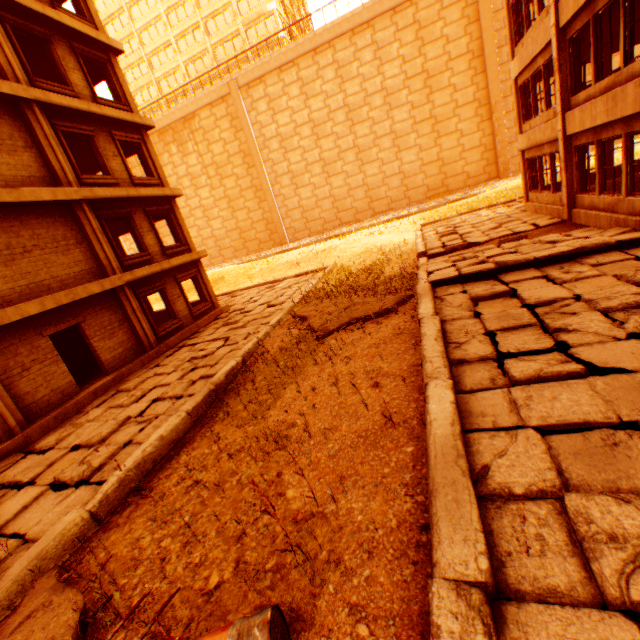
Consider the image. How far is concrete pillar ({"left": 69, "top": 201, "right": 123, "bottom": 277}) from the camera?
11.15m

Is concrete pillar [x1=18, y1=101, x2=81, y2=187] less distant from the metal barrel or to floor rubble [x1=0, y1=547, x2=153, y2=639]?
floor rubble [x1=0, y1=547, x2=153, y2=639]

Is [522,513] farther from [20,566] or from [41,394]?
[41,394]

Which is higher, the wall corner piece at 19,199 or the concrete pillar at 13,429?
the wall corner piece at 19,199

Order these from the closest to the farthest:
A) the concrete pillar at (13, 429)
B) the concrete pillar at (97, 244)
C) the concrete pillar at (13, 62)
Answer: the concrete pillar at (13, 429) < the concrete pillar at (13, 62) < the concrete pillar at (97, 244)

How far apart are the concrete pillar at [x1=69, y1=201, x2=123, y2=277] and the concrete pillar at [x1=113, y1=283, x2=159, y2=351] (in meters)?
0.40

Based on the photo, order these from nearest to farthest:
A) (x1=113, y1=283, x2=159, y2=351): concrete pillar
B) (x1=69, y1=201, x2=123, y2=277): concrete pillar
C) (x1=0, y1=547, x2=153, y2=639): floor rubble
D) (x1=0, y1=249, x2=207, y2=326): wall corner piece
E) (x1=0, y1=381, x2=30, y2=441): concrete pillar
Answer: (x1=0, y1=547, x2=153, y2=639): floor rubble, (x1=0, y1=381, x2=30, y2=441): concrete pillar, (x1=0, y1=249, x2=207, y2=326): wall corner piece, (x1=69, y1=201, x2=123, y2=277): concrete pillar, (x1=113, y1=283, x2=159, y2=351): concrete pillar

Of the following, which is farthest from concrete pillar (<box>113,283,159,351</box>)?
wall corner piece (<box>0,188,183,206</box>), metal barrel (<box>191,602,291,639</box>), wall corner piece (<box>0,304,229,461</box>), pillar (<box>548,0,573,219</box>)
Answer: pillar (<box>548,0,573,219</box>)
